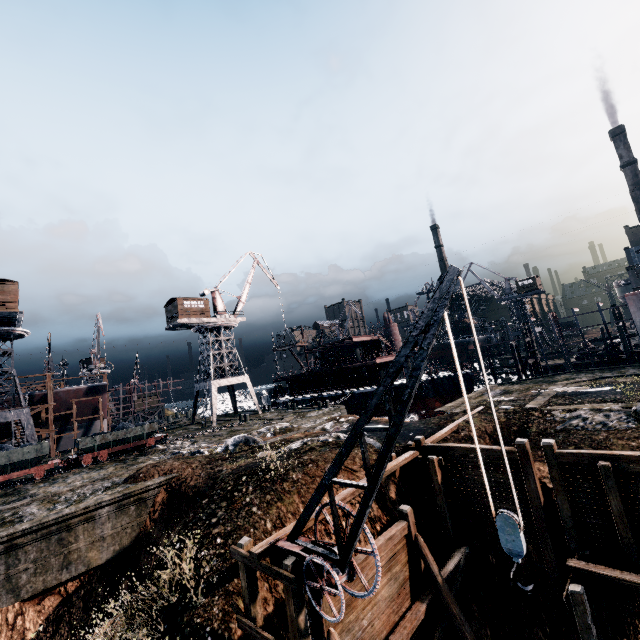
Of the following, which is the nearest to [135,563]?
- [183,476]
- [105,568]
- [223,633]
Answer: [105,568]

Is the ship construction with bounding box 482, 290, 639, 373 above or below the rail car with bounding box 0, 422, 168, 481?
above

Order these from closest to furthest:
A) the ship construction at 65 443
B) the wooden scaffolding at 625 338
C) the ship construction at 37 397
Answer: the wooden scaffolding at 625 338 → the ship construction at 37 397 → the ship construction at 65 443

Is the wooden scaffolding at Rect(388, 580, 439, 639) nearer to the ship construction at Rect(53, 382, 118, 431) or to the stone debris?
the stone debris

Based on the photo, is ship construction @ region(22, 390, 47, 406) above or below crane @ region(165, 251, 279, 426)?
below

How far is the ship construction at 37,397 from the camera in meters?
39.6

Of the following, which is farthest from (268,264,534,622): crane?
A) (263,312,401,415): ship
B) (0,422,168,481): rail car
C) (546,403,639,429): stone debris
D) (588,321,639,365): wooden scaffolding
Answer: (588,321,639,365): wooden scaffolding

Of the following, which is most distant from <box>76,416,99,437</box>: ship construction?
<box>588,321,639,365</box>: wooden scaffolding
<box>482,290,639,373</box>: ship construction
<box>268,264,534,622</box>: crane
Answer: <box>588,321,639,365</box>: wooden scaffolding
